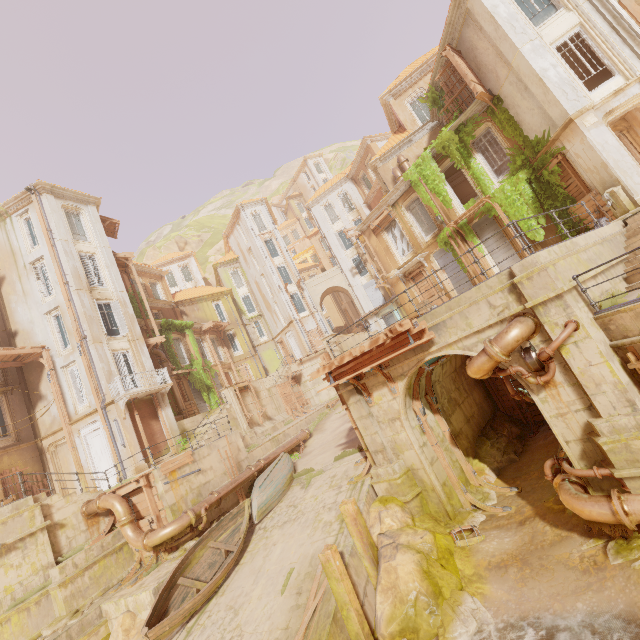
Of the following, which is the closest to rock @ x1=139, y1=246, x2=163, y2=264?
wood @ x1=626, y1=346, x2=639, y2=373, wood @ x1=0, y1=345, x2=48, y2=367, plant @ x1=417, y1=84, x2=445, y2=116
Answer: plant @ x1=417, y1=84, x2=445, y2=116

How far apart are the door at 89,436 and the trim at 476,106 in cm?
2616

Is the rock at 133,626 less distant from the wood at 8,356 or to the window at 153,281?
the wood at 8,356

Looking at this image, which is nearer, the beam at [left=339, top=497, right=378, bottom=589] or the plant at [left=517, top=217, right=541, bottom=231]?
the beam at [left=339, top=497, right=378, bottom=589]

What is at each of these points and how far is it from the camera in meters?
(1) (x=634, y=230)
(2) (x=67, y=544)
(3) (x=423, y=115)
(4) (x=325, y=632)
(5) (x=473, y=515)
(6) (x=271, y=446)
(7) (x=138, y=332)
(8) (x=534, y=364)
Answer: (1) stairs, 9.5 m
(2) stairs, 12.8 m
(3) window, 24.0 m
(4) walkway, 7.0 m
(5) rubble, 10.3 m
(6) building, 20.2 m
(7) column, 22.6 m
(8) lamp, 7.8 m

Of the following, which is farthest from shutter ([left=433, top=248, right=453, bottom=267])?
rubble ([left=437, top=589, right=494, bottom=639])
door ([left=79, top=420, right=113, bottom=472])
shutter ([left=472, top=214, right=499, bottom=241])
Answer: door ([left=79, top=420, right=113, bottom=472])

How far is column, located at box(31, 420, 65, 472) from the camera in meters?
19.2

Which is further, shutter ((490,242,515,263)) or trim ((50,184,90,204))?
trim ((50,184,90,204))
